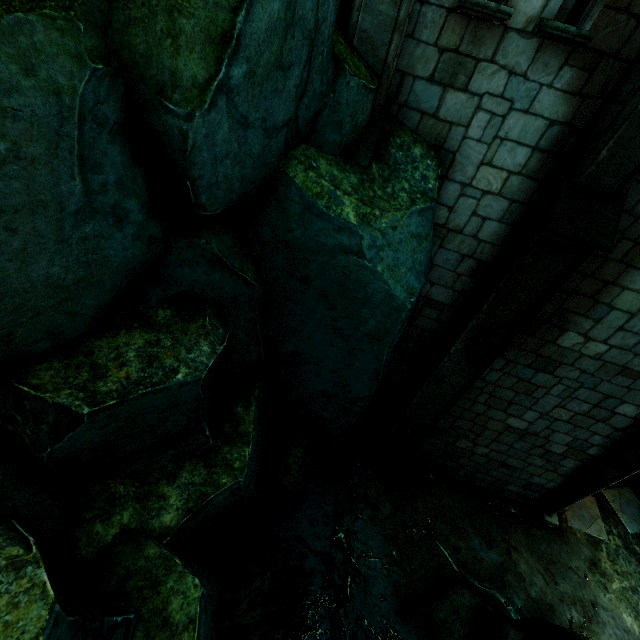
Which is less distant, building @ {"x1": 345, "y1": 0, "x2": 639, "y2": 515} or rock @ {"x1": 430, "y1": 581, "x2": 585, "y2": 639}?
building @ {"x1": 345, "y1": 0, "x2": 639, "y2": 515}

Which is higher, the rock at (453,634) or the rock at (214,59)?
the rock at (214,59)

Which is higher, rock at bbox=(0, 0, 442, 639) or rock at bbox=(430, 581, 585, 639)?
rock at bbox=(0, 0, 442, 639)

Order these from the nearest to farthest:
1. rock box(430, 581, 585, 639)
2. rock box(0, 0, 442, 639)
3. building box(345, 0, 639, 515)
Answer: rock box(0, 0, 442, 639) → building box(345, 0, 639, 515) → rock box(430, 581, 585, 639)

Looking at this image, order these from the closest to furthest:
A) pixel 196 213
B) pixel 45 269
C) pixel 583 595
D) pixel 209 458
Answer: pixel 45 269 < pixel 196 213 < pixel 209 458 < pixel 583 595

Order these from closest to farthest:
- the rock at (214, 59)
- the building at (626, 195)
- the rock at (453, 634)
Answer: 1. the rock at (214, 59)
2. the building at (626, 195)
3. the rock at (453, 634)

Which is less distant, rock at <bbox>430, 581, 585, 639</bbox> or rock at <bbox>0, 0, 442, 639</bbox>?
rock at <bbox>0, 0, 442, 639</bbox>
